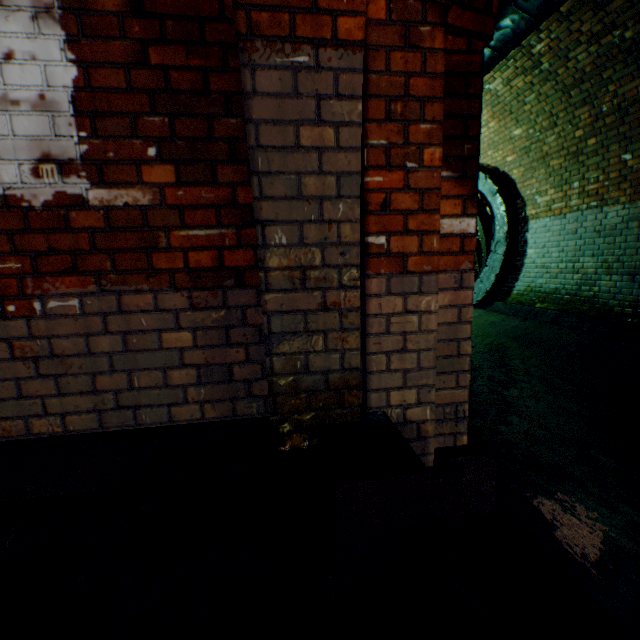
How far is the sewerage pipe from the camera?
6.5m

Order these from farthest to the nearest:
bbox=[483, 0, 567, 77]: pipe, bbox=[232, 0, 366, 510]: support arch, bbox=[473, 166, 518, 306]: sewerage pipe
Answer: bbox=[473, 166, 518, 306]: sewerage pipe < bbox=[483, 0, 567, 77]: pipe < bbox=[232, 0, 366, 510]: support arch

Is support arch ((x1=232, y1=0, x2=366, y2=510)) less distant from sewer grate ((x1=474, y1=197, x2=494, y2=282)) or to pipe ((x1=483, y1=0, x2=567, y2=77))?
pipe ((x1=483, y1=0, x2=567, y2=77))

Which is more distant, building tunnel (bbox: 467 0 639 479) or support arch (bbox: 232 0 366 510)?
building tunnel (bbox: 467 0 639 479)

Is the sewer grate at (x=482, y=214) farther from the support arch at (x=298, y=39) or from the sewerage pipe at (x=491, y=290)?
the support arch at (x=298, y=39)

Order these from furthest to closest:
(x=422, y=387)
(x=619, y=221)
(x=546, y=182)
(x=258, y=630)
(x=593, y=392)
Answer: (x=546, y=182)
(x=619, y=221)
(x=593, y=392)
(x=422, y=387)
(x=258, y=630)

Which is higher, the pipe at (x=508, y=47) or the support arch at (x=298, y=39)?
the pipe at (x=508, y=47)

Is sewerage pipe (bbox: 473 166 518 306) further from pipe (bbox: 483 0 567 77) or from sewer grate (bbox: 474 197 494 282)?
pipe (bbox: 483 0 567 77)
